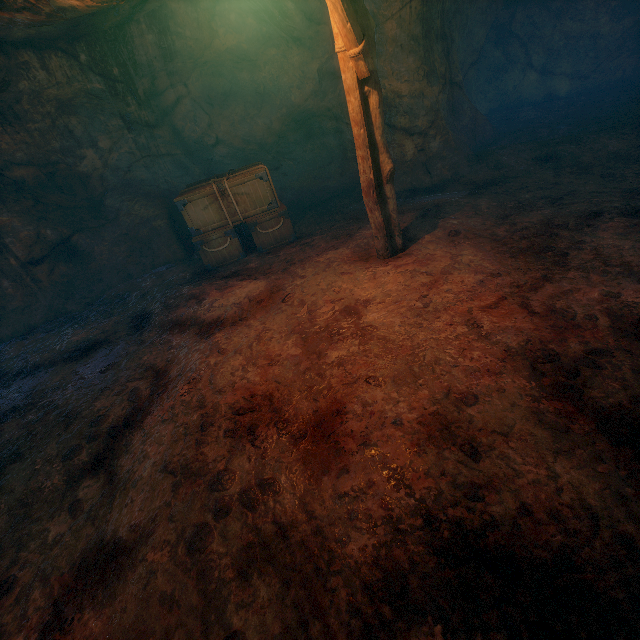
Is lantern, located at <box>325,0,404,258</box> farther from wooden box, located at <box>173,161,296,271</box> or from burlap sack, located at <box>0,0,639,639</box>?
wooden box, located at <box>173,161,296,271</box>

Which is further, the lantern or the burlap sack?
the lantern

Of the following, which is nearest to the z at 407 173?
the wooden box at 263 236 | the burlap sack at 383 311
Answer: the burlap sack at 383 311

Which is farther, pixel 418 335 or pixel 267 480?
pixel 418 335

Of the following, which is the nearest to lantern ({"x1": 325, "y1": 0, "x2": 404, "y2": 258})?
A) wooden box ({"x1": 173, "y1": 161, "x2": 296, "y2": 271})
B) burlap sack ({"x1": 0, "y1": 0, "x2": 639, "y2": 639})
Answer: burlap sack ({"x1": 0, "y1": 0, "x2": 639, "y2": 639})

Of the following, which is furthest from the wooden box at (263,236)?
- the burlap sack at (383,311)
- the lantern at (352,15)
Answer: the lantern at (352,15)

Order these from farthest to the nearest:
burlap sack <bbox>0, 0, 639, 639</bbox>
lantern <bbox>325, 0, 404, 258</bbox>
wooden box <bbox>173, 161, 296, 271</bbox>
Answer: wooden box <bbox>173, 161, 296, 271</bbox>, lantern <bbox>325, 0, 404, 258</bbox>, burlap sack <bbox>0, 0, 639, 639</bbox>

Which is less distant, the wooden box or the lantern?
the lantern
